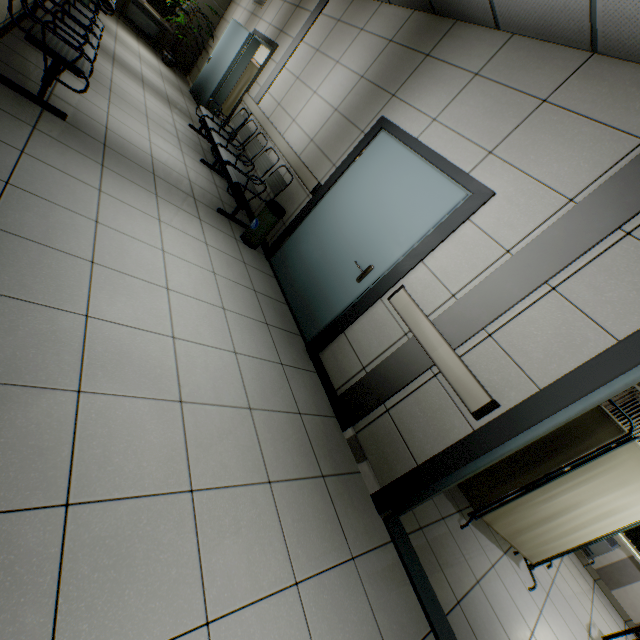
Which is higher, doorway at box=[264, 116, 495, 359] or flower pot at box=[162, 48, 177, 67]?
doorway at box=[264, 116, 495, 359]

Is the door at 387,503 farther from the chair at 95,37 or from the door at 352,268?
the chair at 95,37

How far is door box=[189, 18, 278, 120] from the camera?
6.7 meters

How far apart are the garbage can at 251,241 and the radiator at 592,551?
6.4m

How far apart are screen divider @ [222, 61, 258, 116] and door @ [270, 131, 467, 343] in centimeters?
685cm

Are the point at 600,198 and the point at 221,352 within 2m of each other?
no

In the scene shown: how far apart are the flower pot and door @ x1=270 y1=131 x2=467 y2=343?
8.7m

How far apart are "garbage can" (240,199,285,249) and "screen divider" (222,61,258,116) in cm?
646
